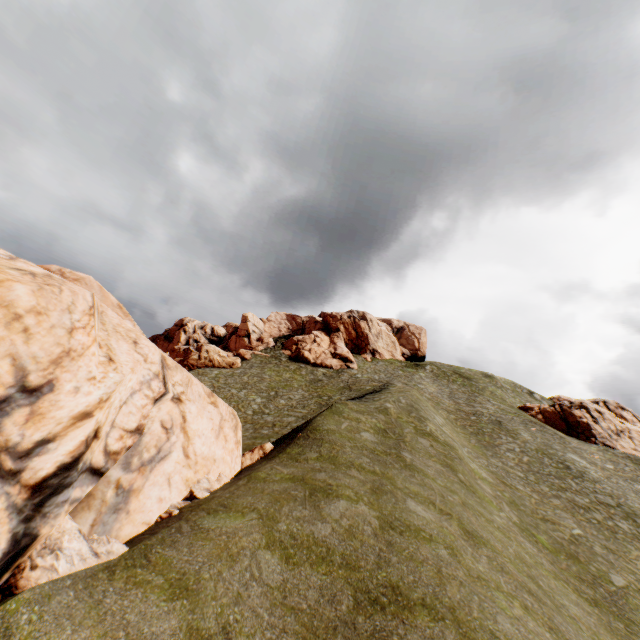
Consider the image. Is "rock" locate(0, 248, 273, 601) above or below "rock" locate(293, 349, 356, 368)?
below

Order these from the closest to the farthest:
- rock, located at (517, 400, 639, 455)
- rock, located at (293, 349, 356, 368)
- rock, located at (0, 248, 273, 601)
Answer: rock, located at (0, 248, 273, 601) < rock, located at (517, 400, 639, 455) < rock, located at (293, 349, 356, 368)

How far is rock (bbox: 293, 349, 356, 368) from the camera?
57.78m

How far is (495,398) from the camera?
55.3m

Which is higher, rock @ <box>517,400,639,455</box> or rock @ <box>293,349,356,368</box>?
rock @ <box>293,349,356,368</box>

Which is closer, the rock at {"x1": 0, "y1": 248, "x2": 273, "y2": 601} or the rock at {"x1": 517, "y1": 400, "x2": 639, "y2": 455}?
the rock at {"x1": 0, "y1": 248, "x2": 273, "y2": 601}

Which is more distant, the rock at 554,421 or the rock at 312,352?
the rock at 312,352
